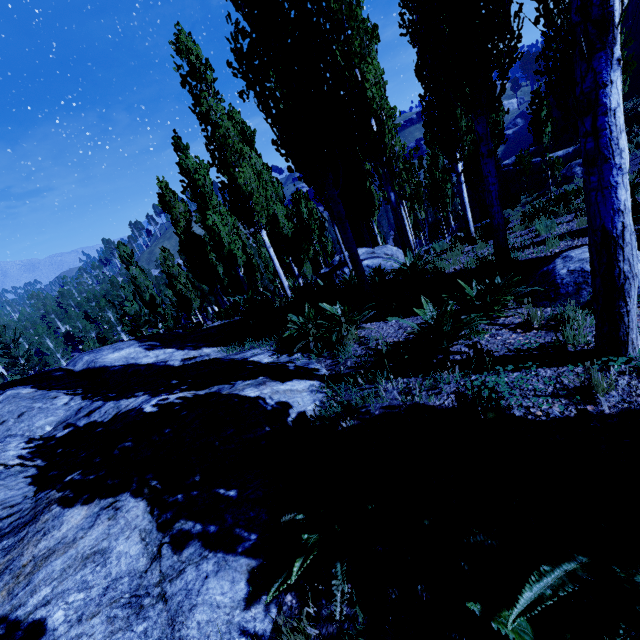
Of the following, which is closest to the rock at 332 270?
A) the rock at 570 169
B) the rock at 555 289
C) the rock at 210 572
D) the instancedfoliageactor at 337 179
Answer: the instancedfoliageactor at 337 179

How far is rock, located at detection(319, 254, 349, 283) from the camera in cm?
1314

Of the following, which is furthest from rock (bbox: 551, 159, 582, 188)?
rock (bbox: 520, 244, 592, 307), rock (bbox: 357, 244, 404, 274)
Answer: rock (bbox: 520, 244, 592, 307)

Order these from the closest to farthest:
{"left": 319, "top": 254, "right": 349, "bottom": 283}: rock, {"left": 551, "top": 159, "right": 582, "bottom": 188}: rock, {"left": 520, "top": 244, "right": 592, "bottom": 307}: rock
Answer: {"left": 520, "top": 244, "right": 592, "bottom": 307}: rock < {"left": 319, "top": 254, "right": 349, "bottom": 283}: rock < {"left": 551, "top": 159, "right": 582, "bottom": 188}: rock

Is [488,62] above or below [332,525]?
above

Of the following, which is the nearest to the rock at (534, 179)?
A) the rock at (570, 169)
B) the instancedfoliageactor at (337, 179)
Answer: the rock at (570, 169)

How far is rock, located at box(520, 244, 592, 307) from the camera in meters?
4.0

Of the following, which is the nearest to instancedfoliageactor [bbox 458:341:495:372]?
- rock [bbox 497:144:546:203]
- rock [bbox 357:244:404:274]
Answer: rock [bbox 357:244:404:274]
